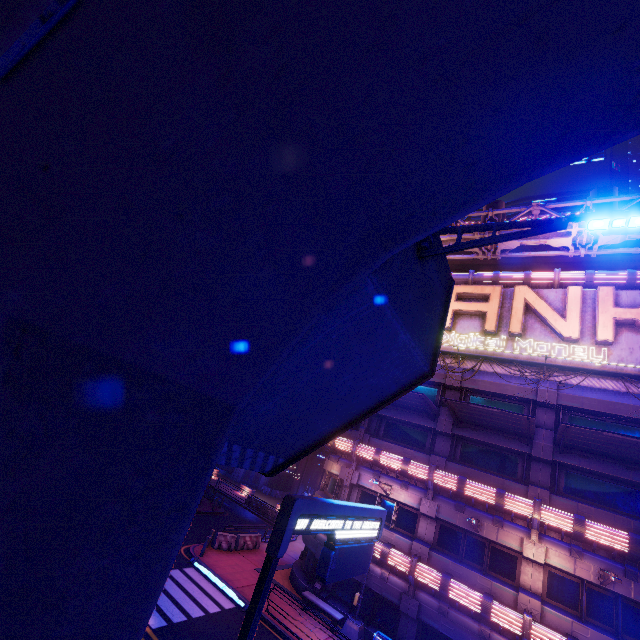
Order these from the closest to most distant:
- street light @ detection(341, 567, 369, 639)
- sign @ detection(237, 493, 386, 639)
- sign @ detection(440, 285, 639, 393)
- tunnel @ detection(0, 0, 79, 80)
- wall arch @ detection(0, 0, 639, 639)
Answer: tunnel @ detection(0, 0, 79, 80), wall arch @ detection(0, 0, 639, 639), sign @ detection(237, 493, 386, 639), street light @ detection(341, 567, 369, 639), sign @ detection(440, 285, 639, 393)

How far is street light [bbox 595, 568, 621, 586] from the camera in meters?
11.7 m

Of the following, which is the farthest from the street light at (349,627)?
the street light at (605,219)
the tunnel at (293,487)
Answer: the tunnel at (293,487)

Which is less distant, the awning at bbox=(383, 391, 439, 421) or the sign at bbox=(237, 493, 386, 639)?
the sign at bbox=(237, 493, 386, 639)

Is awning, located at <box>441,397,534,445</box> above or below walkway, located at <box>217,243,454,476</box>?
above

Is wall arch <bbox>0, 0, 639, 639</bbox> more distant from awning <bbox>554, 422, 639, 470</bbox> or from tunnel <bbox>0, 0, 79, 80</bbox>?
awning <bbox>554, 422, 639, 470</bbox>

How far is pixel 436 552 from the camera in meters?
17.2 m

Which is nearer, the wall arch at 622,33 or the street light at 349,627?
the wall arch at 622,33
